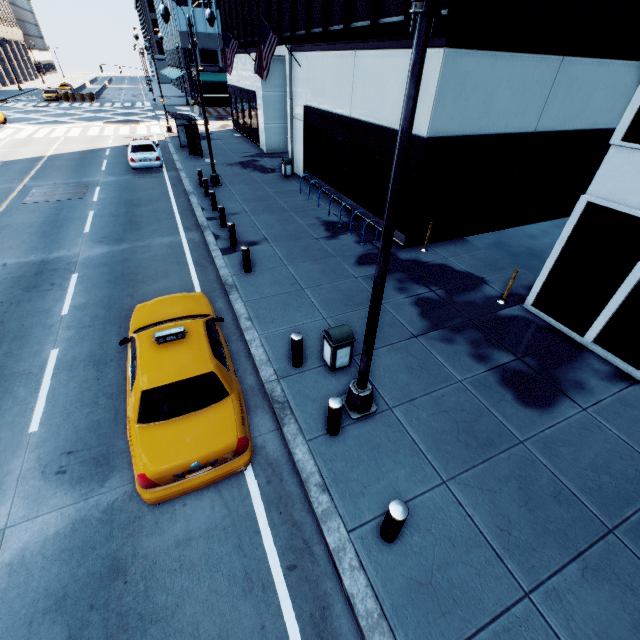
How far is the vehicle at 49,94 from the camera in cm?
4731

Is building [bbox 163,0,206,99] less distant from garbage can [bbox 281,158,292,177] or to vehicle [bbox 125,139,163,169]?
vehicle [bbox 125,139,163,169]

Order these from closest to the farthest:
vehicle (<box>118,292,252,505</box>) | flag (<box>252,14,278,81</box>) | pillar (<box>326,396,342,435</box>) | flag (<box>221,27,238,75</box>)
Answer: vehicle (<box>118,292,252,505</box>), pillar (<box>326,396,342,435</box>), flag (<box>252,14,278,81</box>), flag (<box>221,27,238,75</box>)

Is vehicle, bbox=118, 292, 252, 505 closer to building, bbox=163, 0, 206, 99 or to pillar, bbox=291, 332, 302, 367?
pillar, bbox=291, 332, 302, 367

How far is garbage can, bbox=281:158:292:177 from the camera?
19.20m

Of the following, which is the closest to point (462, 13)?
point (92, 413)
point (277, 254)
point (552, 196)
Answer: point (277, 254)

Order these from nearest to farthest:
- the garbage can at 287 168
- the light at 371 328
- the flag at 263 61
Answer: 1. the light at 371 328
2. the flag at 263 61
3. the garbage can at 287 168

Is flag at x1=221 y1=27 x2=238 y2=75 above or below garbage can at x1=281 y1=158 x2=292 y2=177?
above
